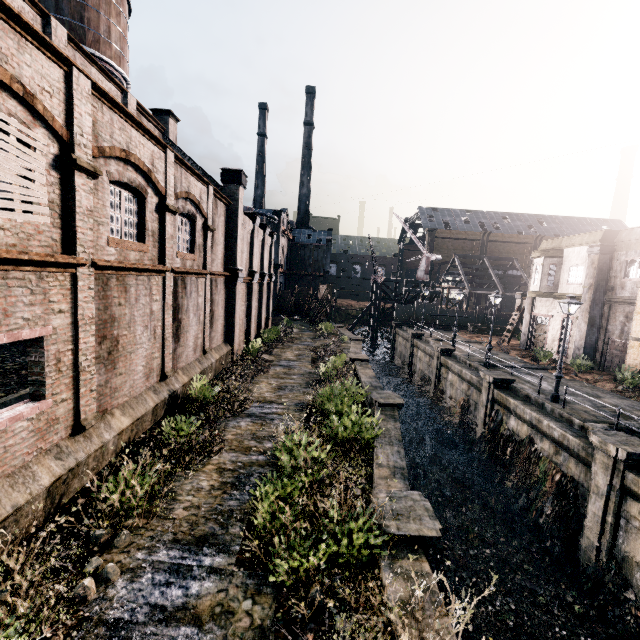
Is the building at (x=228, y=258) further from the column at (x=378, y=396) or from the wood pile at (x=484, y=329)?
the wood pile at (x=484, y=329)

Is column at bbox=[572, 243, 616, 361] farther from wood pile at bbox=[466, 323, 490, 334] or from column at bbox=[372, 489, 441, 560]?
column at bbox=[372, 489, 441, 560]

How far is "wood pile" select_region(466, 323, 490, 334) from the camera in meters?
41.7 m

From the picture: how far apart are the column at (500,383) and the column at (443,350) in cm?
720

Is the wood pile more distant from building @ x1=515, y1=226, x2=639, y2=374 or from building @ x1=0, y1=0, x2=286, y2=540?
building @ x1=0, y1=0, x2=286, y2=540

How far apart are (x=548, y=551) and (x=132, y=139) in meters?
22.3

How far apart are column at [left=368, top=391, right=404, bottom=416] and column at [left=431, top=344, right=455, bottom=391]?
13.5m

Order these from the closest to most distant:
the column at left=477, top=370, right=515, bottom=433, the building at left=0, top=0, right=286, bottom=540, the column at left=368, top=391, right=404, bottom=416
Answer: the building at left=0, top=0, right=286, bottom=540 < the column at left=368, top=391, right=404, bottom=416 < the column at left=477, top=370, right=515, bottom=433
